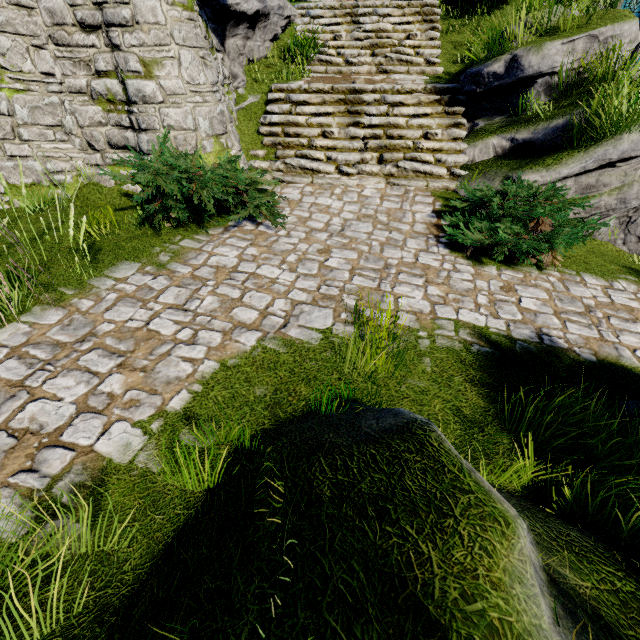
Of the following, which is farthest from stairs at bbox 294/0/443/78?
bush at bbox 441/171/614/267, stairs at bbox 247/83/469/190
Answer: bush at bbox 441/171/614/267

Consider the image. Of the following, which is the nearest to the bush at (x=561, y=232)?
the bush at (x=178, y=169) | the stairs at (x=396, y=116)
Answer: the stairs at (x=396, y=116)

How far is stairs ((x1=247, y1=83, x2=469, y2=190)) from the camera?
7.1 meters

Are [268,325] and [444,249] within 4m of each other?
yes

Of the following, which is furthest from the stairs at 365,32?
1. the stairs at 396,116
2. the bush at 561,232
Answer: the bush at 561,232

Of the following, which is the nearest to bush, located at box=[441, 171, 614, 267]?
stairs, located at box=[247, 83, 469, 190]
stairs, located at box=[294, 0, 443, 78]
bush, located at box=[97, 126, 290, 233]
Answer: stairs, located at box=[247, 83, 469, 190]

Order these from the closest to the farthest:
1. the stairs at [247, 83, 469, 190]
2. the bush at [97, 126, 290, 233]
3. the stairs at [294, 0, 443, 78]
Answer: the bush at [97, 126, 290, 233] < the stairs at [247, 83, 469, 190] < the stairs at [294, 0, 443, 78]

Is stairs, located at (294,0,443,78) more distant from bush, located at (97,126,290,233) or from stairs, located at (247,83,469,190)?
bush, located at (97,126,290,233)
